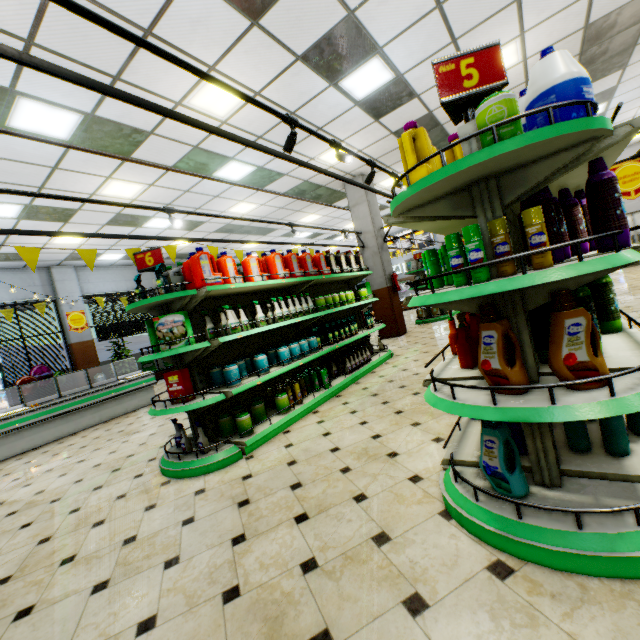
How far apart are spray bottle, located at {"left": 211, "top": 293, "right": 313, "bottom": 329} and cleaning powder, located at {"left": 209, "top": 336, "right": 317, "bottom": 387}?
0.4m

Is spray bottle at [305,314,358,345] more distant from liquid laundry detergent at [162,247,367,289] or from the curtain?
the curtain

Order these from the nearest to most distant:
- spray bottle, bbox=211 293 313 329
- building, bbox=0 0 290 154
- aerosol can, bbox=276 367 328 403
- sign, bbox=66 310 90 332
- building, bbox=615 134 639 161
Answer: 1. building, bbox=0 0 290 154
2. spray bottle, bbox=211 293 313 329
3. aerosol can, bbox=276 367 328 403
4. sign, bbox=66 310 90 332
5. building, bbox=615 134 639 161

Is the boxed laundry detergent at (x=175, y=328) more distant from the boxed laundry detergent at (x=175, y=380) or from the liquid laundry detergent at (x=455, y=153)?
the liquid laundry detergent at (x=455, y=153)

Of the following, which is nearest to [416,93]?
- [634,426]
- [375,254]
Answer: [375,254]

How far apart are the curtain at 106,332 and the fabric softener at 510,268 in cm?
1361

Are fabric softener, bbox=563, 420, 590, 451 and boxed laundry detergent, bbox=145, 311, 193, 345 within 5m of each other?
yes

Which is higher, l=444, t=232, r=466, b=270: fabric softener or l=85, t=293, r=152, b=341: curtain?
l=85, t=293, r=152, b=341: curtain
